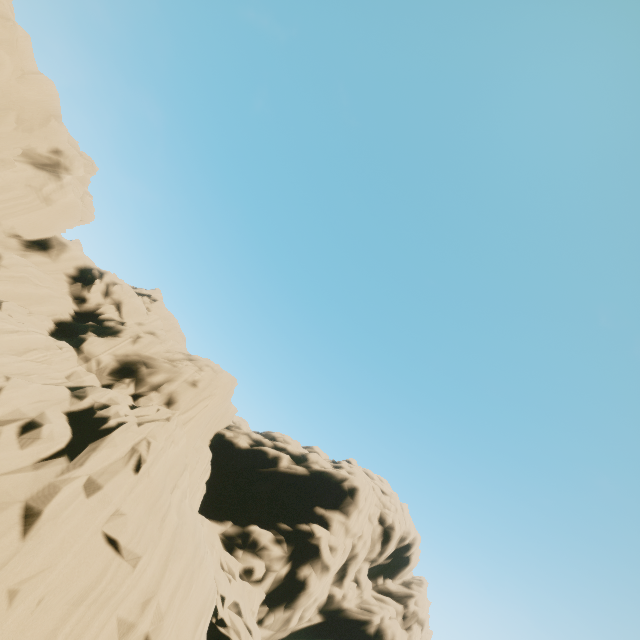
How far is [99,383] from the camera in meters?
19.8
